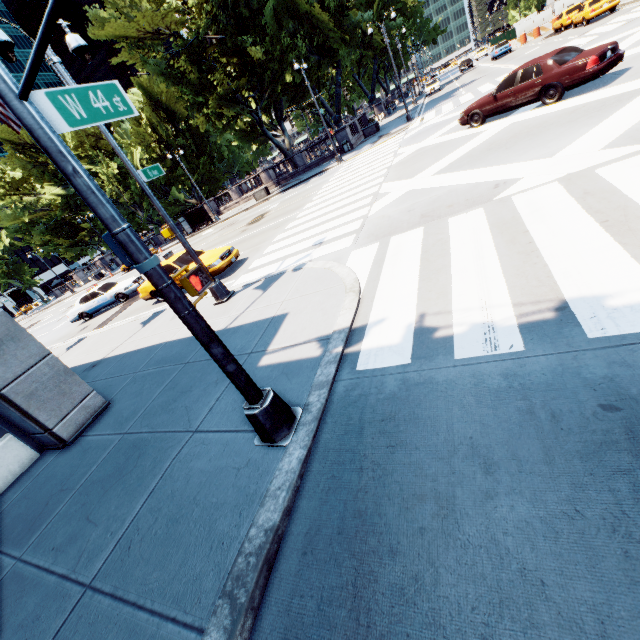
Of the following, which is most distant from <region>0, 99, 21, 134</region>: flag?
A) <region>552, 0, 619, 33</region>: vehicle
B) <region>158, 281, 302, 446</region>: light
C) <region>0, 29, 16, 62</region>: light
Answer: <region>552, 0, 619, 33</region>: vehicle

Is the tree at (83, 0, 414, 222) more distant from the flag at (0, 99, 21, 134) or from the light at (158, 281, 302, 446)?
the light at (158, 281, 302, 446)

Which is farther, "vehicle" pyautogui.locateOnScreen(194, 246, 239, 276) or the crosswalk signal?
"vehicle" pyautogui.locateOnScreen(194, 246, 239, 276)

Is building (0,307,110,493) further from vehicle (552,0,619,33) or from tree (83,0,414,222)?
vehicle (552,0,619,33)

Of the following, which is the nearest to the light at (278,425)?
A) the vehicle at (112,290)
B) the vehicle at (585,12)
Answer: the vehicle at (112,290)

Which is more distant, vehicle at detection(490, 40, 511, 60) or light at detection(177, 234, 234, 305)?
vehicle at detection(490, 40, 511, 60)

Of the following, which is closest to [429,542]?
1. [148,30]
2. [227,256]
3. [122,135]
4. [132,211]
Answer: [227,256]

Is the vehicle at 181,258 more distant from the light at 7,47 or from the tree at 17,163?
the tree at 17,163
